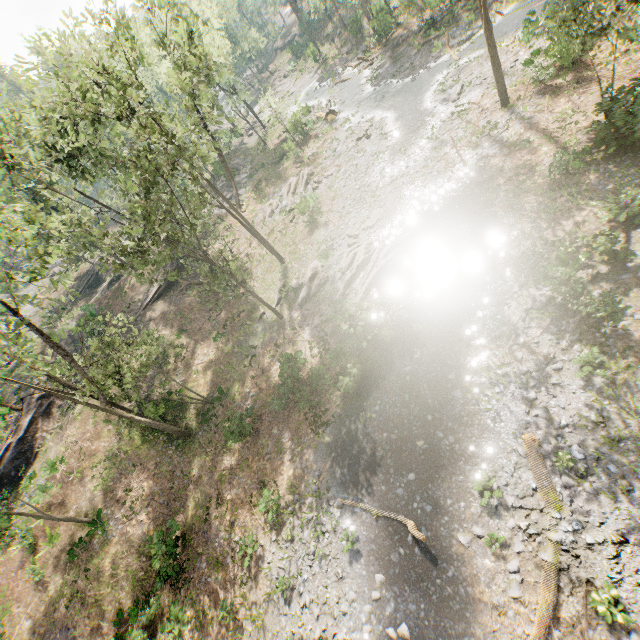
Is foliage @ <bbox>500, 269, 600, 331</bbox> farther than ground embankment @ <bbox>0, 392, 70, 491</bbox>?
No

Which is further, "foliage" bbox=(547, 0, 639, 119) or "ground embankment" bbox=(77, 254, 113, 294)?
"ground embankment" bbox=(77, 254, 113, 294)

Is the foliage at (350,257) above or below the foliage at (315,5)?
below

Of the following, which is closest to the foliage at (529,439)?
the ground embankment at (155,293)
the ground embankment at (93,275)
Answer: the ground embankment at (93,275)

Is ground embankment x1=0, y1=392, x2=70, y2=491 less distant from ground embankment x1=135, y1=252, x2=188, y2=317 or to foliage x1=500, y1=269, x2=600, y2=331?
foliage x1=500, y1=269, x2=600, y2=331

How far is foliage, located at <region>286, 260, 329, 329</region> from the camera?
21.91m

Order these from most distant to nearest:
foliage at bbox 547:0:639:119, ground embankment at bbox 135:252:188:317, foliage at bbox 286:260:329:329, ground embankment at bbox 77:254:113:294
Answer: ground embankment at bbox 77:254:113:294 < ground embankment at bbox 135:252:188:317 < foliage at bbox 286:260:329:329 < foliage at bbox 547:0:639:119

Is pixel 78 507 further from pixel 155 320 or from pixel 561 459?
pixel 561 459
